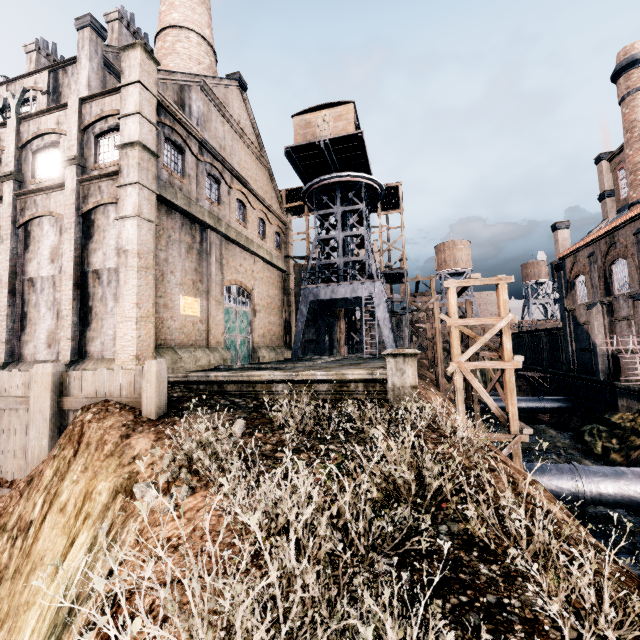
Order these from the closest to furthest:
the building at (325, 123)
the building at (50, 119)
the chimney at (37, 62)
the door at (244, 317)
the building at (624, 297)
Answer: the building at (50, 119) → the door at (244, 317) → the building at (624, 297) → the building at (325, 123) → the chimney at (37, 62)

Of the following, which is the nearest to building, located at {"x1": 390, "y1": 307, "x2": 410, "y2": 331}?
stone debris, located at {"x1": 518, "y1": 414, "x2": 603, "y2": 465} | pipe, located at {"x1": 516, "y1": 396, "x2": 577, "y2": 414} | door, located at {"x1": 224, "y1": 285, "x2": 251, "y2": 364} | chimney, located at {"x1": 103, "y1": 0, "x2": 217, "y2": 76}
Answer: door, located at {"x1": 224, "y1": 285, "x2": 251, "y2": 364}

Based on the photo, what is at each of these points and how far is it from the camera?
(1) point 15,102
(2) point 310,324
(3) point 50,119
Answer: (1) sign, 18.4m
(2) building, 39.7m
(3) building, 17.7m

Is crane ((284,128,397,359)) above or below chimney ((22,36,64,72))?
below

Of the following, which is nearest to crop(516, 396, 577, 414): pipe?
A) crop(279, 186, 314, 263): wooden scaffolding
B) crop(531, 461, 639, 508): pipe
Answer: crop(279, 186, 314, 263): wooden scaffolding

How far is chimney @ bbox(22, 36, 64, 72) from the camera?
28.9m

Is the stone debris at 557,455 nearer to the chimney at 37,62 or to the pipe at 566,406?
the pipe at 566,406

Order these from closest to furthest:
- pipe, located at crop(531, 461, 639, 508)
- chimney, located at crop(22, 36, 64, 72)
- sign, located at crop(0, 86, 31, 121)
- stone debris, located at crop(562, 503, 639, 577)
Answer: stone debris, located at crop(562, 503, 639, 577), pipe, located at crop(531, 461, 639, 508), sign, located at crop(0, 86, 31, 121), chimney, located at crop(22, 36, 64, 72)
